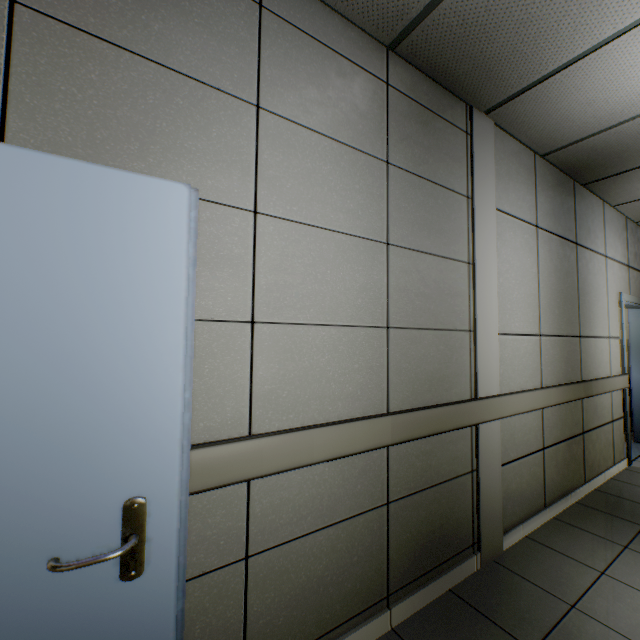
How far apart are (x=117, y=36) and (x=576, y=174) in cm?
407

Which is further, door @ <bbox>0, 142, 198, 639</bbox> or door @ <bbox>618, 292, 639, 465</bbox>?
door @ <bbox>618, 292, 639, 465</bbox>

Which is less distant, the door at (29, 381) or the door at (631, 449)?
the door at (29, 381)
